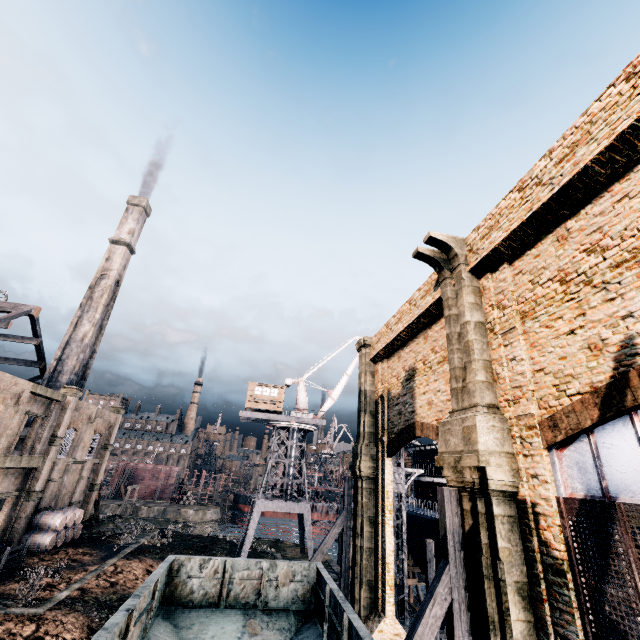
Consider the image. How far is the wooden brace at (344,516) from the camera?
19.0m

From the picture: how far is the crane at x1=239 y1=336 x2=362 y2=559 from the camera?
34.41m

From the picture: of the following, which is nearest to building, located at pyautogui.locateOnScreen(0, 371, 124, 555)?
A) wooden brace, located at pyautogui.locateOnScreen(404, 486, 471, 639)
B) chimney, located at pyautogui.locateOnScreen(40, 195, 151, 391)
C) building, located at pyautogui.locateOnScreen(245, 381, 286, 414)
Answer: chimney, located at pyautogui.locateOnScreen(40, 195, 151, 391)

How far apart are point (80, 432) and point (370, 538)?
32.66m

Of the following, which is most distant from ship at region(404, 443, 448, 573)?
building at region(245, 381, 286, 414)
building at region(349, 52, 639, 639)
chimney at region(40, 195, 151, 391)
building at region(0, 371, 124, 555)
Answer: building at region(0, 371, 124, 555)

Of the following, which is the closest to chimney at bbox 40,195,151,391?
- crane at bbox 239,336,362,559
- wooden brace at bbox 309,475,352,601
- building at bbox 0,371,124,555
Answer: crane at bbox 239,336,362,559

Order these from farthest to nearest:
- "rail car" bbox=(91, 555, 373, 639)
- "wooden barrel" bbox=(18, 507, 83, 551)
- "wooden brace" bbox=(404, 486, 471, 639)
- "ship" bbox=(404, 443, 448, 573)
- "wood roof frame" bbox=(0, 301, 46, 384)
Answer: "wood roof frame" bbox=(0, 301, 46, 384) < "ship" bbox=(404, 443, 448, 573) < "wooden barrel" bbox=(18, 507, 83, 551) < "wooden brace" bbox=(404, 486, 471, 639) < "rail car" bbox=(91, 555, 373, 639)

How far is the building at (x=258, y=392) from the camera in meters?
39.2 m
